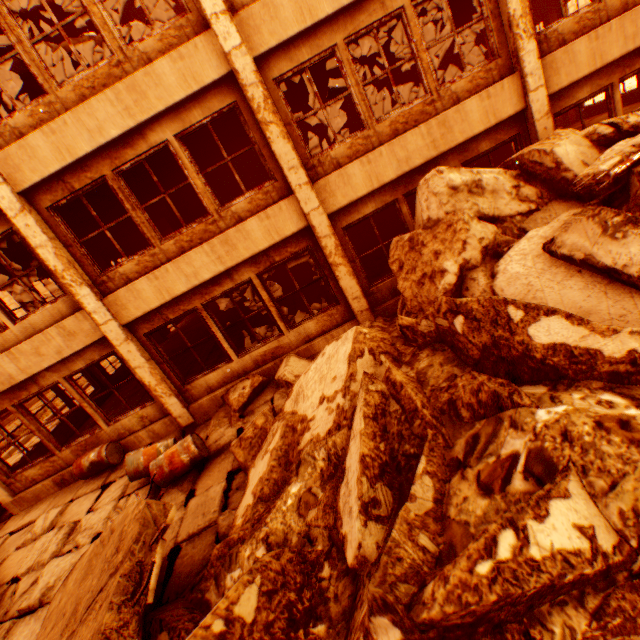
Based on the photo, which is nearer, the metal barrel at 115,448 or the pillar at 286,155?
the pillar at 286,155

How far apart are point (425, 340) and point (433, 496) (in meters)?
1.89

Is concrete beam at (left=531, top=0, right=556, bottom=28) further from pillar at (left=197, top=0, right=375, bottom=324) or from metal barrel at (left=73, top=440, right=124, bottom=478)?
metal barrel at (left=73, top=440, right=124, bottom=478)

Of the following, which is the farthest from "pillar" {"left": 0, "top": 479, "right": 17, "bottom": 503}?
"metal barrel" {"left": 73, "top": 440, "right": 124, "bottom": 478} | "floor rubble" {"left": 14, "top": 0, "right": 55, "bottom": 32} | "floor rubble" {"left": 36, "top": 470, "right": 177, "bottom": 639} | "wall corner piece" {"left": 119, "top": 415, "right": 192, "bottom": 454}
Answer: "floor rubble" {"left": 36, "top": 470, "right": 177, "bottom": 639}

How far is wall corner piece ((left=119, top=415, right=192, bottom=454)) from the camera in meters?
7.8

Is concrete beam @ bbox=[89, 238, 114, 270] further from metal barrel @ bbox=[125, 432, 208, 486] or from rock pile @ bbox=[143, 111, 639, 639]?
metal barrel @ bbox=[125, 432, 208, 486]

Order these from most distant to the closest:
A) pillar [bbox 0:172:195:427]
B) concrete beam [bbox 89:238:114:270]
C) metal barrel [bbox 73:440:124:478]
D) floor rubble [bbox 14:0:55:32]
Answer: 1. concrete beam [bbox 89:238:114:270]
2. floor rubble [bbox 14:0:55:32]
3. metal barrel [bbox 73:440:124:478]
4. pillar [bbox 0:172:195:427]

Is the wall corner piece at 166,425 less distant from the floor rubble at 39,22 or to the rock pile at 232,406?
the rock pile at 232,406
